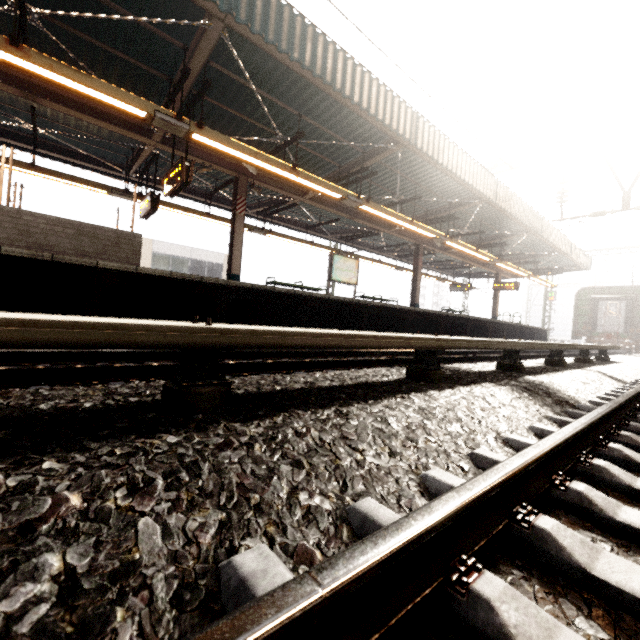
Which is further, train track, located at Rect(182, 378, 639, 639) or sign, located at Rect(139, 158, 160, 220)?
sign, located at Rect(139, 158, 160, 220)

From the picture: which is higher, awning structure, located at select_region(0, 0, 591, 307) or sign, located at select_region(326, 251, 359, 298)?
awning structure, located at select_region(0, 0, 591, 307)

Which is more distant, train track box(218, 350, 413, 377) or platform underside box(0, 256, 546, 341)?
platform underside box(0, 256, 546, 341)

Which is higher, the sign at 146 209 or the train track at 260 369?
the sign at 146 209

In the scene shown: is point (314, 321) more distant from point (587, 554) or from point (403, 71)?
point (587, 554)

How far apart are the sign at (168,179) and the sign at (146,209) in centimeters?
138cm

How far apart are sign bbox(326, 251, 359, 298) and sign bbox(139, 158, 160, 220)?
6.0m

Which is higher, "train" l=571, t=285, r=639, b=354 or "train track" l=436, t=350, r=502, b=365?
"train" l=571, t=285, r=639, b=354
